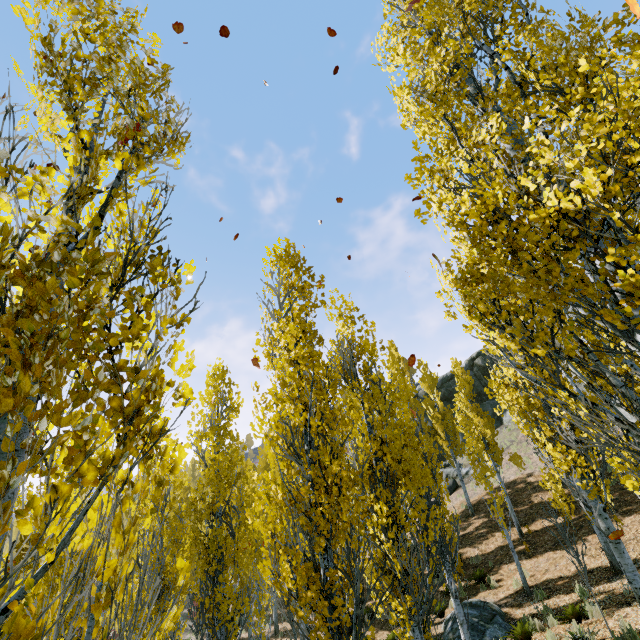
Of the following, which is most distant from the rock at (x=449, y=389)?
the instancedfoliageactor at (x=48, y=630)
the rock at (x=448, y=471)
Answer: the instancedfoliageactor at (x=48, y=630)

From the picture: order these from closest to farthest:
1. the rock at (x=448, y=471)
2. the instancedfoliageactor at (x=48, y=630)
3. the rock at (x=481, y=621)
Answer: the instancedfoliageactor at (x=48, y=630) < the rock at (x=481, y=621) < the rock at (x=448, y=471)

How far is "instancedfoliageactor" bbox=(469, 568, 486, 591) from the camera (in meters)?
14.03

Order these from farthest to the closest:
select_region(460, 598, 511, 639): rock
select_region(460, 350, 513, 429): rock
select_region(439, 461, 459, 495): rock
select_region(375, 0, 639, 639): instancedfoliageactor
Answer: select_region(460, 350, 513, 429): rock
select_region(439, 461, 459, 495): rock
select_region(460, 598, 511, 639): rock
select_region(375, 0, 639, 639): instancedfoliageactor

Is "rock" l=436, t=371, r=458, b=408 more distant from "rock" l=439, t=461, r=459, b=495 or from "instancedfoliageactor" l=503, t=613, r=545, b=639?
"instancedfoliageactor" l=503, t=613, r=545, b=639

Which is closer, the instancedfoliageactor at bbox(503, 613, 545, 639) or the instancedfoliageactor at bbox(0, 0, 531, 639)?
the instancedfoliageactor at bbox(0, 0, 531, 639)

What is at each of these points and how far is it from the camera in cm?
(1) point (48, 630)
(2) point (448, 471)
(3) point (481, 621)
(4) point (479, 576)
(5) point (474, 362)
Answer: (1) instancedfoliageactor, 129
(2) rock, 2825
(3) rock, 1115
(4) instancedfoliageactor, 1451
(5) rock, 3728

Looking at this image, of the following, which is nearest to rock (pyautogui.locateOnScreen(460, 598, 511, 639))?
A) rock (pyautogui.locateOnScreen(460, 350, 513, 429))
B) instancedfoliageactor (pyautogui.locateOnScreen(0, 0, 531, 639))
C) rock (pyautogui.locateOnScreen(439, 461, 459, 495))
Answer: instancedfoliageactor (pyautogui.locateOnScreen(0, 0, 531, 639))
